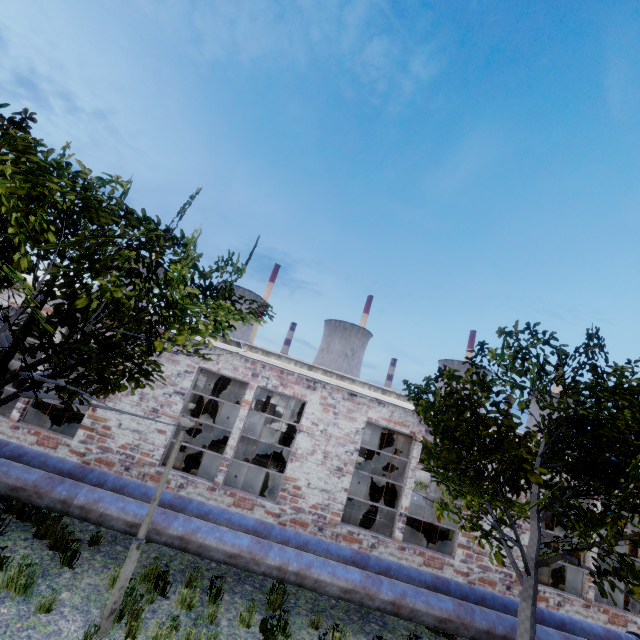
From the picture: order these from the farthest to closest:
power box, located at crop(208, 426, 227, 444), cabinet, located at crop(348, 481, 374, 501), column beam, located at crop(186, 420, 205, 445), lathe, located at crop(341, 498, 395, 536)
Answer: power box, located at crop(208, 426, 227, 444) → column beam, located at crop(186, 420, 205, 445) → cabinet, located at crop(348, 481, 374, 501) → lathe, located at crop(341, 498, 395, 536)

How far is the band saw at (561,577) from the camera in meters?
10.5

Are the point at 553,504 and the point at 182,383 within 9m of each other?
no

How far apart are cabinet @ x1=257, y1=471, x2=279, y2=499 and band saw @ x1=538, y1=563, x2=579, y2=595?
9.4 meters

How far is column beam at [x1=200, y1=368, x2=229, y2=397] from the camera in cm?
1604

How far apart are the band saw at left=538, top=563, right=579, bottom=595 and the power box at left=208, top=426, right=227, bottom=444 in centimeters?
1638cm

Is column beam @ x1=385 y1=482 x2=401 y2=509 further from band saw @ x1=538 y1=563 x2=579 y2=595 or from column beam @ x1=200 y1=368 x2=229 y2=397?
column beam @ x1=200 y1=368 x2=229 y2=397

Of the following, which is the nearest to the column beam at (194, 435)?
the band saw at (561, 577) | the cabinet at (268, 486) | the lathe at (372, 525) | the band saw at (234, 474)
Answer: the band saw at (234, 474)
